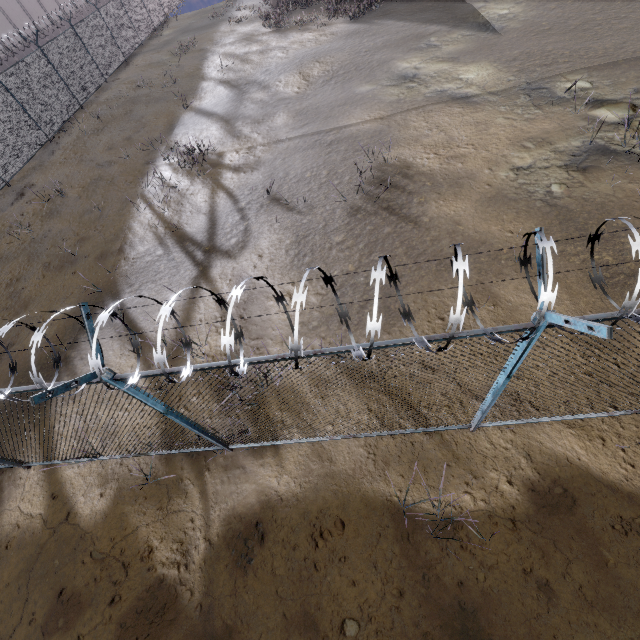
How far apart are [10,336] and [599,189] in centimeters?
1560cm

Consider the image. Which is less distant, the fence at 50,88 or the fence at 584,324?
the fence at 584,324

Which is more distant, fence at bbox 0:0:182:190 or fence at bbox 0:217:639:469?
fence at bbox 0:0:182:190
